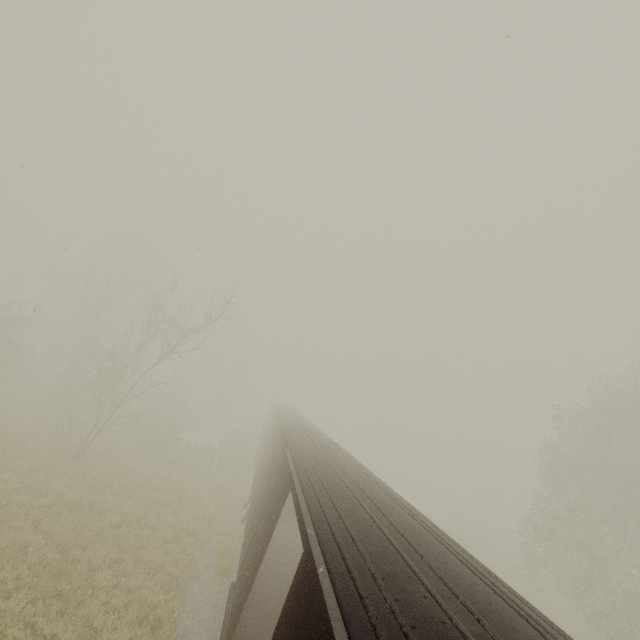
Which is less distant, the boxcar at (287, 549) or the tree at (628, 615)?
the boxcar at (287, 549)

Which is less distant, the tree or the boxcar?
the boxcar

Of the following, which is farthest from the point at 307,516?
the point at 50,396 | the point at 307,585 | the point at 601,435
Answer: the point at 601,435
